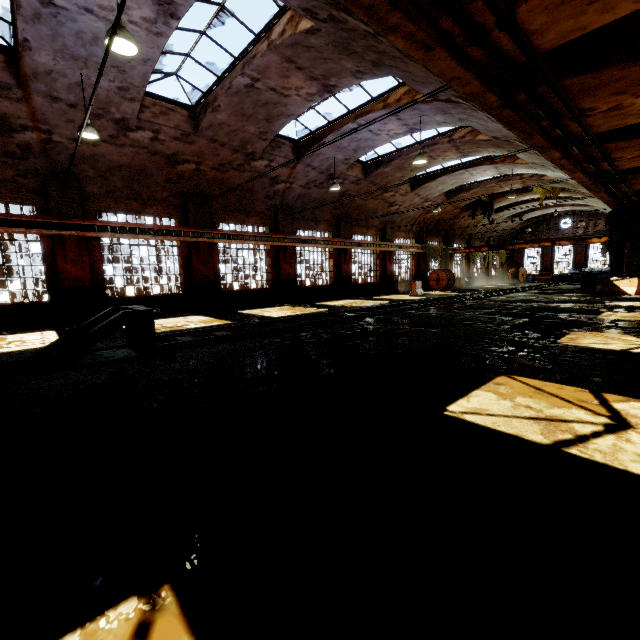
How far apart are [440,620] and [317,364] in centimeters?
446cm

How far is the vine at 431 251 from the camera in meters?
27.8 m

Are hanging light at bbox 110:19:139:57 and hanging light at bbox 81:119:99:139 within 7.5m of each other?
yes

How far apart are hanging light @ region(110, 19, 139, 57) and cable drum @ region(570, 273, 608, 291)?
25.3 meters

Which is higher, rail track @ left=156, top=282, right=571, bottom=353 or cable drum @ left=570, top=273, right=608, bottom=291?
cable drum @ left=570, top=273, right=608, bottom=291

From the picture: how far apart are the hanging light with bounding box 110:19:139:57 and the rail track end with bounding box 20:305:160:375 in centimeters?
487cm

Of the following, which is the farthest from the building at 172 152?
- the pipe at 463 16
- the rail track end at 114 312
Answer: the rail track end at 114 312

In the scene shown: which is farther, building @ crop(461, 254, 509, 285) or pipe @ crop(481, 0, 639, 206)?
building @ crop(461, 254, 509, 285)
